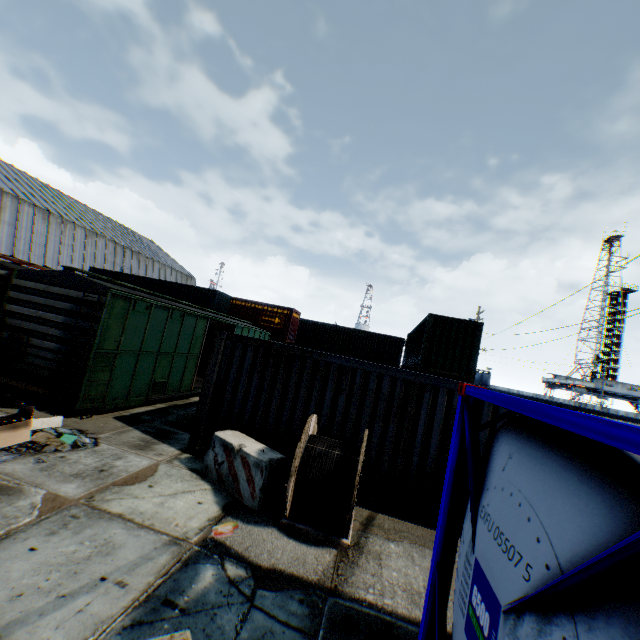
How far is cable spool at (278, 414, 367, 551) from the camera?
5.2m

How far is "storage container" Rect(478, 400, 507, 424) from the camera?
6.58m

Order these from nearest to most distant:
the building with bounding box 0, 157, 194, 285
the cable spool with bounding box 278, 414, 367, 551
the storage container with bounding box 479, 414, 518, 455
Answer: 1. the cable spool with bounding box 278, 414, 367, 551
2. the storage container with bounding box 479, 414, 518, 455
3. the building with bounding box 0, 157, 194, 285

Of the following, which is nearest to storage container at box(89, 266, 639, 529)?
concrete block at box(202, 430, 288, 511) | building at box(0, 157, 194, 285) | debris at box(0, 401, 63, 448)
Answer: concrete block at box(202, 430, 288, 511)

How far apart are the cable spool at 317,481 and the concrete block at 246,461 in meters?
0.2 m

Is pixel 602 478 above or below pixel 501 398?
below

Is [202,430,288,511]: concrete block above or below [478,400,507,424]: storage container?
below

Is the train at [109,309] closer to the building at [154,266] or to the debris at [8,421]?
the debris at [8,421]
